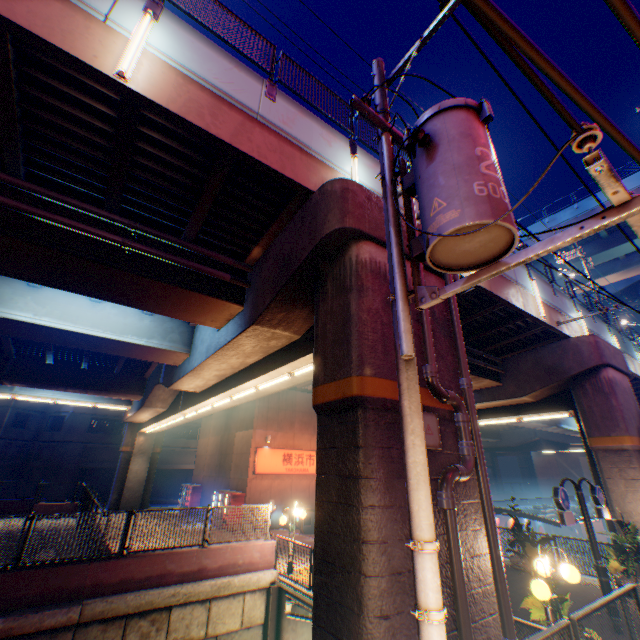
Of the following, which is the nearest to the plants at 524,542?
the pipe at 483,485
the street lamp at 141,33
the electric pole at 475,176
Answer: the pipe at 483,485

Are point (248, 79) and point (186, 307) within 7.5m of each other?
yes

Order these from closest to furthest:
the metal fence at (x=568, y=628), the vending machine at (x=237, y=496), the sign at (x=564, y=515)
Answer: the metal fence at (x=568, y=628) → the sign at (x=564, y=515) → the vending machine at (x=237, y=496)

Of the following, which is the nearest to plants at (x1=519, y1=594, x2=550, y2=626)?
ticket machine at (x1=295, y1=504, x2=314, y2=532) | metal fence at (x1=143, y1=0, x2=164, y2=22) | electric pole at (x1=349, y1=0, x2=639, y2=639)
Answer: electric pole at (x1=349, y1=0, x2=639, y2=639)

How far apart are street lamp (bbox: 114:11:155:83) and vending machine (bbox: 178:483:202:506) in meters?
27.9

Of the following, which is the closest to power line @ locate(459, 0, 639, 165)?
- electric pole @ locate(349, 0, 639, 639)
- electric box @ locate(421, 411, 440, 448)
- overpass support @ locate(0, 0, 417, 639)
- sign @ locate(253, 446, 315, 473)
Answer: electric pole @ locate(349, 0, 639, 639)

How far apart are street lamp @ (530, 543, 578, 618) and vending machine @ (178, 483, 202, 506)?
25.9m

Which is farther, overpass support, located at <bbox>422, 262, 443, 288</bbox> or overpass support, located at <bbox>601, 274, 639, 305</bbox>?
overpass support, located at <bbox>601, 274, 639, 305</bbox>
